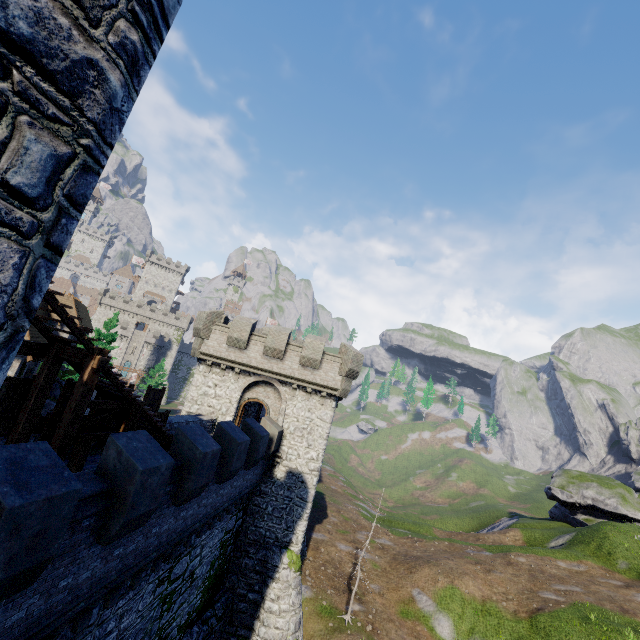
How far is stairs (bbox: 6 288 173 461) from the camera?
8.06m

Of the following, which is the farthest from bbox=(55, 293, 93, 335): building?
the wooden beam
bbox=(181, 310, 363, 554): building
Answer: the wooden beam

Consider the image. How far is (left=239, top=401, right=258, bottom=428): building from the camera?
28.7 meters

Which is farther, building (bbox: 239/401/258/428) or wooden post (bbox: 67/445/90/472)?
building (bbox: 239/401/258/428)

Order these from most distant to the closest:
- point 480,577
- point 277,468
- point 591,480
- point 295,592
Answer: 1. point 591,480
2. point 480,577
3. point 277,468
4. point 295,592

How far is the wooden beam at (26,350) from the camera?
8.4m

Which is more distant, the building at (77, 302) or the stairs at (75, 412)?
the building at (77, 302)

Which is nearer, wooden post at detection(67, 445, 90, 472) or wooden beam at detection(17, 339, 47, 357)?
wooden beam at detection(17, 339, 47, 357)
